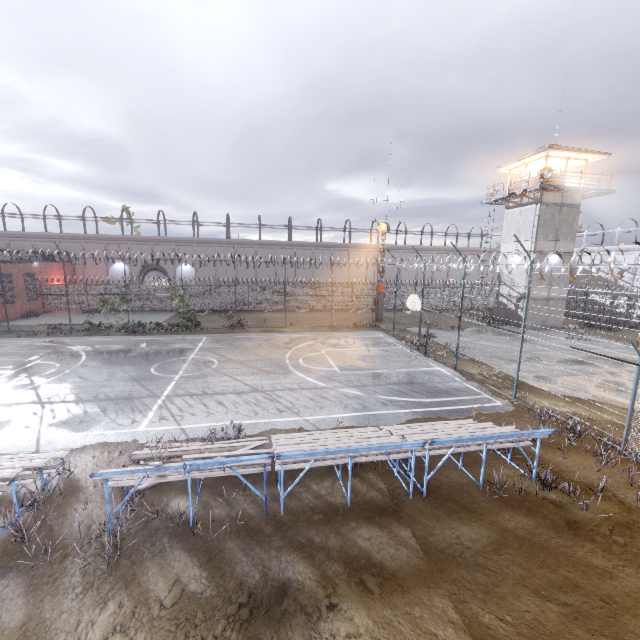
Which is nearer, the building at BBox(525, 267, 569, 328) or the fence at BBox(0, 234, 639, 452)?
the fence at BBox(0, 234, 639, 452)

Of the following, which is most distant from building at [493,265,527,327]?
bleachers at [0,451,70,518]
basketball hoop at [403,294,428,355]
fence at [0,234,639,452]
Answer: bleachers at [0,451,70,518]

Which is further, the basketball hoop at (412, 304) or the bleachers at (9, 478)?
the basketball hoop at (412, 304)

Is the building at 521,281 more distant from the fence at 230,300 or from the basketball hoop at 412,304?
the basketball hoop at 412,304

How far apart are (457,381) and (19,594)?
15.1m

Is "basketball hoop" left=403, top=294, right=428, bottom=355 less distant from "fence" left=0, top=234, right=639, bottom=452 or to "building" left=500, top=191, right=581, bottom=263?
"fence" left=0, top=234, right=639, bottom=452

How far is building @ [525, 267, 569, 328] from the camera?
28.1m
